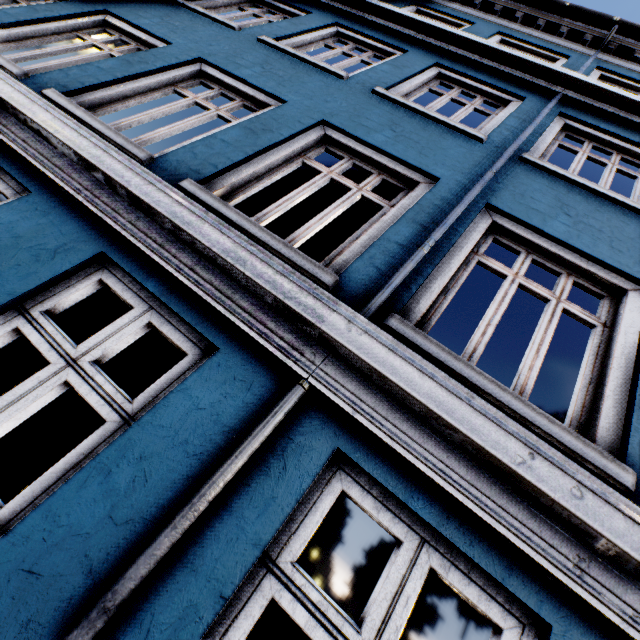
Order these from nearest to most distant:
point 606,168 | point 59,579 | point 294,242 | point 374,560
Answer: point 59,579
point 294,242
point 606,168
point 374,560
